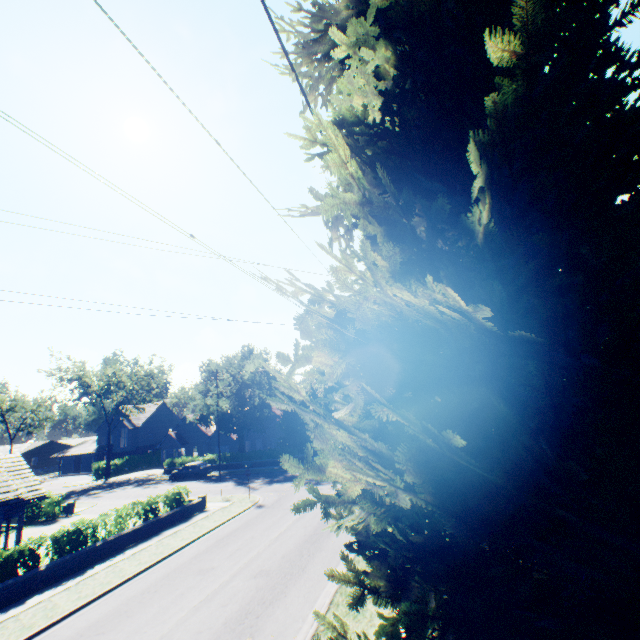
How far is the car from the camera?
35.84m

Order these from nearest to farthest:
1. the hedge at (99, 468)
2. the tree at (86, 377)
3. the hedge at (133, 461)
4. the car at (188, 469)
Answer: the car at (188, 469)
the hedge at (99, 468)
the tree at (86, 377)
the hedge at (133, 461)

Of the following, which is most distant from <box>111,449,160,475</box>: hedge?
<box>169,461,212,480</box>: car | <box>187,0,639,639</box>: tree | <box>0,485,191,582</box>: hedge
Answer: <box>0,485,191,582</box>: hedge

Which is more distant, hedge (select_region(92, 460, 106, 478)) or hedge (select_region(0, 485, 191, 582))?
hedge (select_region(92, 460, 106, 478))

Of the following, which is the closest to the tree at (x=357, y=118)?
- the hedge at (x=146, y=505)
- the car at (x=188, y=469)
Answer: the car at (x=188, y=469)

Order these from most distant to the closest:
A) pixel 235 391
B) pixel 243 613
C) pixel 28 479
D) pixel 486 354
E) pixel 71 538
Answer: pixel 235 391 → pixel 28 479 → pixel 71 538 → pixel 243 613 → pixel 486 354

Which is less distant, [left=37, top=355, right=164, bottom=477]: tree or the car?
the car

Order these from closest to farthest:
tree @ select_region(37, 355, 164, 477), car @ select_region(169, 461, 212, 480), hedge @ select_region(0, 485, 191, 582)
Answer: hedge @ select_region(0, 485, 191, 582), car @ select_region(169, 461, 212, 480), tree @ select_region(37, 355, 164, 477)
